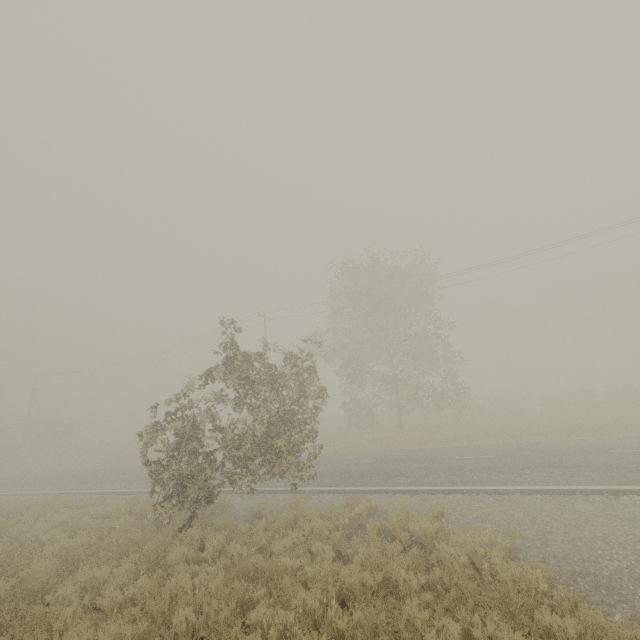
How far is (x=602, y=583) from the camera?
5.0m
